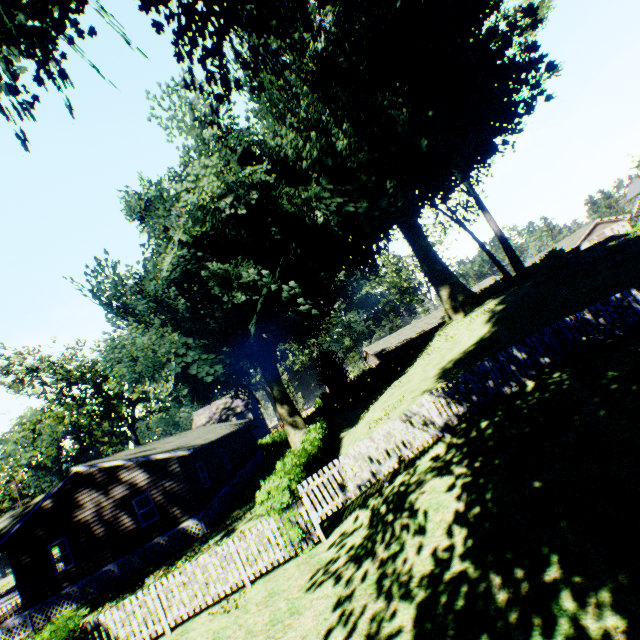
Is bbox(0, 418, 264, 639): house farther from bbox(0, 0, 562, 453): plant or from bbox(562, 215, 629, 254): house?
bbox(562, 215, 629, 254): house

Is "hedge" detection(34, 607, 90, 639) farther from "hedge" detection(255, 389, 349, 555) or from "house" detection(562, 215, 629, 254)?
"house" detection(562, 215, 629, 254)

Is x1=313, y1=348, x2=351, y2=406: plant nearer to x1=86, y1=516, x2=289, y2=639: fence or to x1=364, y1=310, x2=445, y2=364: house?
x1=86, y1=516, x2=289, y2=639: fence

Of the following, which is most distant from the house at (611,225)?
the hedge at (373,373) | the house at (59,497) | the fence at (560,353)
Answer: the house at (59,497)

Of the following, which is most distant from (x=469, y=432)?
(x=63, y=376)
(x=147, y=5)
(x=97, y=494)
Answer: (x=63, y=376)

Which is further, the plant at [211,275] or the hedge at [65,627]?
the plant at [211,275]

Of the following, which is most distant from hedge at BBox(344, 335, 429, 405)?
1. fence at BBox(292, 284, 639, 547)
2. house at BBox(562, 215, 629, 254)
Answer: house at BBox(562, 215, 629, 254)

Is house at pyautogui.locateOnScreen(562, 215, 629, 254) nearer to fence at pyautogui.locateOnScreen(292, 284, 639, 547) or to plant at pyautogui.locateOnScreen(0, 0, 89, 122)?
plant at pyautogui.locateOnScreen(0, 0, 89, 122)
